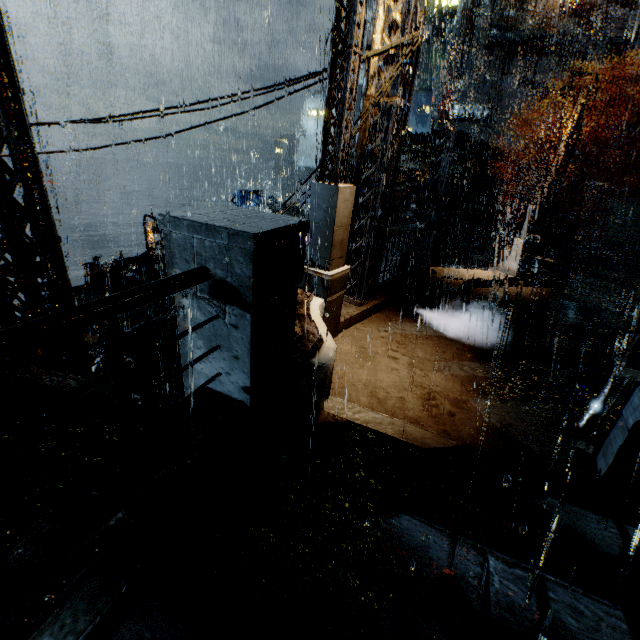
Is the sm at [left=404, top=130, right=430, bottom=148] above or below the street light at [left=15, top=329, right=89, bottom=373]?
above

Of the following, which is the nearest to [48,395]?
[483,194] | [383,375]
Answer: [383,375]

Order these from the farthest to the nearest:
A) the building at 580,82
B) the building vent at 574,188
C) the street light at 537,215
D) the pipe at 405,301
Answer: the building at 580,82
the building vent at 574,188
the street light at 537,215
the pipe at 405,301

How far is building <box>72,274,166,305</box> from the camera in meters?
15.7

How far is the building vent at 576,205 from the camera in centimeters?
3189cm

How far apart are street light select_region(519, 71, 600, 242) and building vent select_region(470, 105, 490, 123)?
35.6 meters

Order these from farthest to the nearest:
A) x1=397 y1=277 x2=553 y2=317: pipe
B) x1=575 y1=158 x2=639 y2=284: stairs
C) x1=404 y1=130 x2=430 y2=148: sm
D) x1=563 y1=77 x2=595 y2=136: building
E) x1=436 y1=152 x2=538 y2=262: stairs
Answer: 1. x1=563 y1=77 x2=595 y2=136: building
2. x1=436 y1=152 x2=538 y2=262: stairs
3. x1=575 y1=158 x2=639 y2=284: stairs
4. x1=404 y1=130 x2=430 y2=148: sm
5. x1=397 y1=277 x2=553 y2=317: pipe

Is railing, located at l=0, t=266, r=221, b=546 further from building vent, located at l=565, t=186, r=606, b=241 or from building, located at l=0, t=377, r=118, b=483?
building vent, located at l=565, t=186, r=606, b=241
